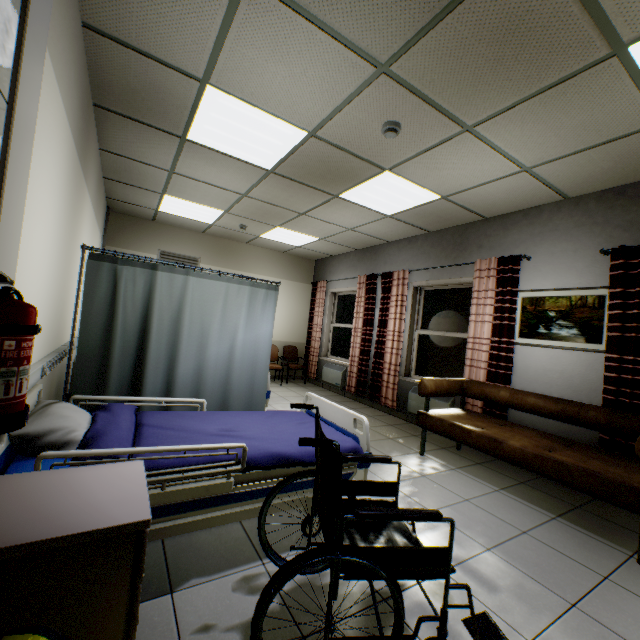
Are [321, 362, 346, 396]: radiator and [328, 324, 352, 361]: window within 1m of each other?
yes

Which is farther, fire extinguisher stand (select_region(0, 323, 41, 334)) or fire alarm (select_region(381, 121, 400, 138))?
fire alarm (select_region(381, 121, 400, 138))

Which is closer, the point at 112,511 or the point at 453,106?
the point at 112,511

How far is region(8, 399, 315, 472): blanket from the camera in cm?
159

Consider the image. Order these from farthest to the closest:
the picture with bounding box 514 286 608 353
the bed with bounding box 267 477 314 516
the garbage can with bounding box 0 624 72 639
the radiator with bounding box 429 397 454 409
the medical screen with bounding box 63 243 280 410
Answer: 1. the radiator with bounding box 429 397 454 409
2. the picture with bounding box 514 286 608 353
3. the medical screen with bounding box 63 243 280 410
4. the bed with bounding box 267 477 314 516
5. the garbage can with bounding box 0 624 72 639

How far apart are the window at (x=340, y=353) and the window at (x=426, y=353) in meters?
1.8 m

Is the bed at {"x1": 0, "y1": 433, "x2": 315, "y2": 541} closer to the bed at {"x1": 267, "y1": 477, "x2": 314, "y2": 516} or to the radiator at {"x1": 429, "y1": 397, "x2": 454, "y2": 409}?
the bed at {"x1": 267, "y1": 477, "x2": 314, "y2": 516}

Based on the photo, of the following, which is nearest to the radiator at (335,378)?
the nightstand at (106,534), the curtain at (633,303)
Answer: the curtain at (633,303)
